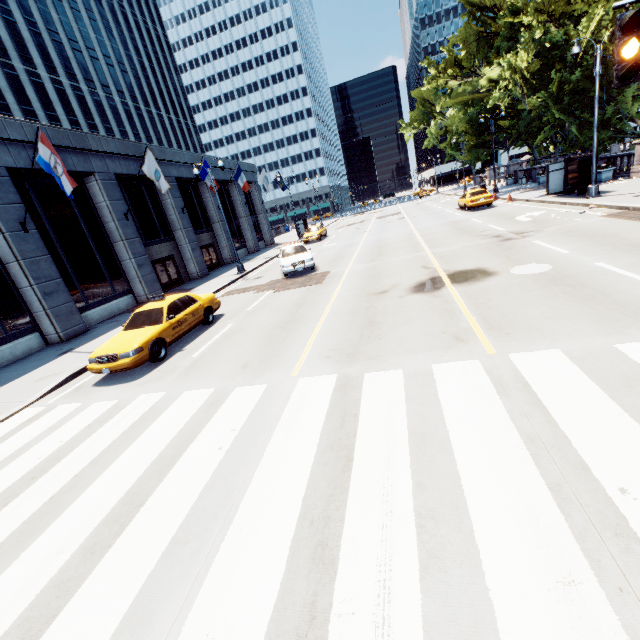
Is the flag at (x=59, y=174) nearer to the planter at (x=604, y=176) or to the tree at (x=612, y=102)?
the tree at (x=612, y=102)

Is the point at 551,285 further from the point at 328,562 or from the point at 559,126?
the point at 559,126

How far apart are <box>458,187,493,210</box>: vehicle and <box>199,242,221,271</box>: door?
22.1 meters

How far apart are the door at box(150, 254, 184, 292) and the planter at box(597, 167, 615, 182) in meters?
30.6

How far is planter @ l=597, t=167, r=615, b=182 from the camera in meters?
21.5

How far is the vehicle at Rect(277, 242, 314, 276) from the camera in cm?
1720

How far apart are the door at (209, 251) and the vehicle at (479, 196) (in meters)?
22.08

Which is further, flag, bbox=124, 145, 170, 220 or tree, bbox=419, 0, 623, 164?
tree, bbox=419, 0, 623, 164
